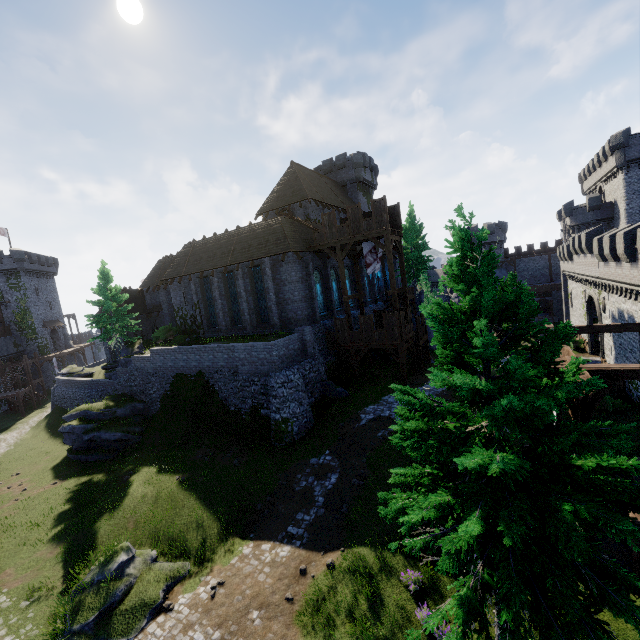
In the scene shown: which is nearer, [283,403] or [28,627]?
[28,627]

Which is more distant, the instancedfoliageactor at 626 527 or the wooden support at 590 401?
the wooden support at 590 401

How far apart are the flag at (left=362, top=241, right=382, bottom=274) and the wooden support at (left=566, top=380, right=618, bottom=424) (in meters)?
16.76

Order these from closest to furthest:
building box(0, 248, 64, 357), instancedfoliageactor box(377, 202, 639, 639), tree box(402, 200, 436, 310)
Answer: instancedfoliageactor box(377, 202, 639, 639) → tree box(402, 200, 436, 310) → building box(0, 248, 64, 357)

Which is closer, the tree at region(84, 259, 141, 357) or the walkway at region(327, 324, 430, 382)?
the walkway at region(327, 324, 430, 382)

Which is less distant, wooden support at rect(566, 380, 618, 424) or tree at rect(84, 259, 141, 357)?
wooden support at rect(566, 380, 618, 424)

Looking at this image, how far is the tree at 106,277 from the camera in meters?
30.1

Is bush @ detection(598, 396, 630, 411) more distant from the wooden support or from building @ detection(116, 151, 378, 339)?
building @ detection(116, 151, 378, 339)
